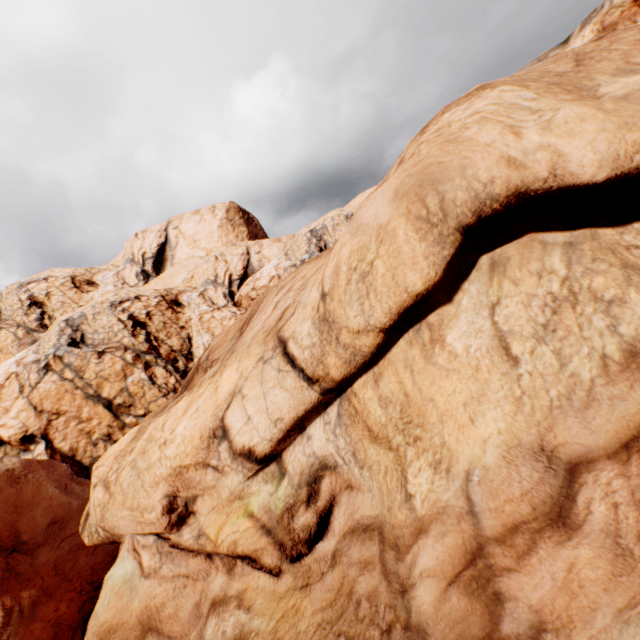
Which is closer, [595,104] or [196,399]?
[595,104]
